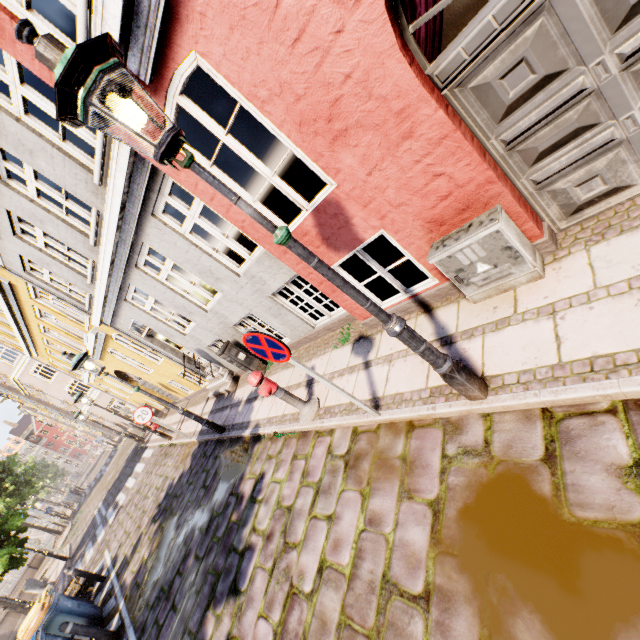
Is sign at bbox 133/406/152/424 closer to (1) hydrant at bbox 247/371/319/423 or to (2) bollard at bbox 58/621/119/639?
(2) bollard at bbox 58/621/119/639

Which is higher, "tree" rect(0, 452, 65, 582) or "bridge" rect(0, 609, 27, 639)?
"tree" rect(0, 452, 65, 582)

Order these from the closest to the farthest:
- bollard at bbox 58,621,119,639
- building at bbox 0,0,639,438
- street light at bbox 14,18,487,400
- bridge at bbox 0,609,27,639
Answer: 1. street light at bbox 14,18,487,400
2. building at bbox 0,0,639,438
3. bollard at bbox 58,621,119,639
4. bridge at bbox 0,609,27,639

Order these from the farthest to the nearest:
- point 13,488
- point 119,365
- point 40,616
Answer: →
1. point 13,488
2. point 119,365
3. point 40,616

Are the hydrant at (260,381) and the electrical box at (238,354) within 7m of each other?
yes

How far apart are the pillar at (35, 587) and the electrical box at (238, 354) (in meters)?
16.66

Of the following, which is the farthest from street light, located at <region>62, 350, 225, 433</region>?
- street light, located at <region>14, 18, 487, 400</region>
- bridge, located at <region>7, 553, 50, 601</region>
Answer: bridge, located at <region>7, 553, 50, 601</region>

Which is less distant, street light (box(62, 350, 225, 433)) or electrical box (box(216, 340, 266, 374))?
street light (box(62, 350, 225, 433))
